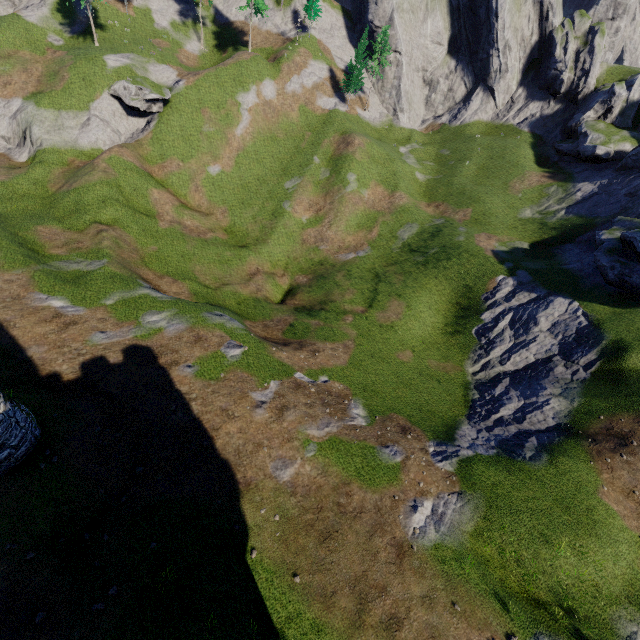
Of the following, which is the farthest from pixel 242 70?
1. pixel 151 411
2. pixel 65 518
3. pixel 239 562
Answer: pixel 239 562
